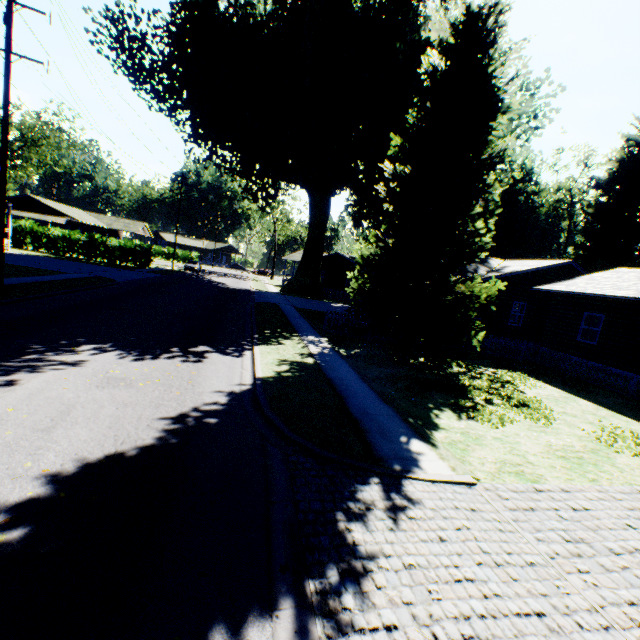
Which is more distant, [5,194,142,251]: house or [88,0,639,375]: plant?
[5,194,142,251]: house

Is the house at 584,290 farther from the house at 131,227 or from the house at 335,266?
the house at 131,227

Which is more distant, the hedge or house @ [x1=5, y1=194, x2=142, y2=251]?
the hedge

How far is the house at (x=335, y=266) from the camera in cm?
4778

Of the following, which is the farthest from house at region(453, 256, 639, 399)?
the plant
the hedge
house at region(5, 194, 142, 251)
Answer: house at region(5, 194, 142, 251)

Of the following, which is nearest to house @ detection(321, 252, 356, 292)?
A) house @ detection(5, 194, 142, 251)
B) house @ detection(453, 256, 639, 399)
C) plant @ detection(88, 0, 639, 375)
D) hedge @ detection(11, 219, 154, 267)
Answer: plant @ detection(88, 0, 639, 375)

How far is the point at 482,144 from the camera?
10.84m

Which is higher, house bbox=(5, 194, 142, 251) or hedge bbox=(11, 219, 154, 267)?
house bbox=(5, 194, 142, 251)
